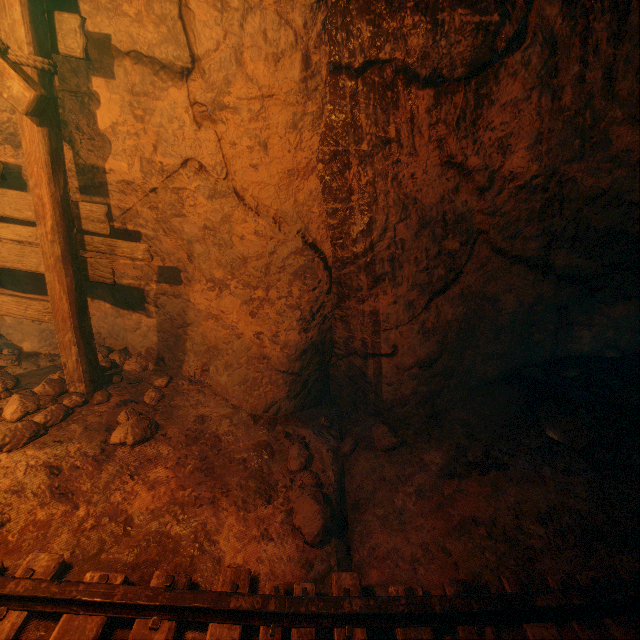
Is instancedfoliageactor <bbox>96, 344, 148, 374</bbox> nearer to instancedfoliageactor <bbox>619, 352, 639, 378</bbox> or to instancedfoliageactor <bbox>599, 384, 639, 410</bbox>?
instancedfoliageactor <bbox>599, 384, 639, 410</bbox>

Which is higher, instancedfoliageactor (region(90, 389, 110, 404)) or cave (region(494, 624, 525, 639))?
instancedfoliageactor (region(90, 389, 110, 404))

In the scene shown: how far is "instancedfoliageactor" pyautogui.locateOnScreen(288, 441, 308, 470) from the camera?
3.0m

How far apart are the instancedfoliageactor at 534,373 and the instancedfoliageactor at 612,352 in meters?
0.9 m

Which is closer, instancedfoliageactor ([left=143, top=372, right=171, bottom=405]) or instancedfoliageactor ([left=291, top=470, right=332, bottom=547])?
instancedfoliageactor ([left=291, top=470, right=332, bottom=547])

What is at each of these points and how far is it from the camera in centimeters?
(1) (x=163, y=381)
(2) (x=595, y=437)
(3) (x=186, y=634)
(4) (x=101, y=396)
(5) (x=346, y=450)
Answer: (1) instancedfoliageactor, 378cm
(2) instancedfoliageactor, 290cm
(3) burlap sack, 197cm
(4) instancedfoliageactor, 336cm
(5) instancedfoliageactor, 332cm

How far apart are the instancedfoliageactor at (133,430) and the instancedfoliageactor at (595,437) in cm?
391

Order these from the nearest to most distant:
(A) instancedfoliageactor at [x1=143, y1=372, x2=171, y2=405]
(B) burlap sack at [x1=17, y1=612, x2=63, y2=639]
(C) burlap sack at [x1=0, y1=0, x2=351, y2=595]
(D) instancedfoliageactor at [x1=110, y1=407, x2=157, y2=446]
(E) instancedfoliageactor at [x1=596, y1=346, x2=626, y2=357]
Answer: (B) burlap sack at [x1=17, y1=612, x2=63, y2=639] < (C) burlap sack at [x1=0, y1=0, x2=351, y2=595] < (D) instancedfoliageactor at [x1=110, y1=407, x2=157, y2=446] < (A) instancedfoliageactor at [x1=143, y1=372, x2=171, y2=405] < (E) instancedfoliageactor at [x1=596, y1=346, x2=626, y2=357]
